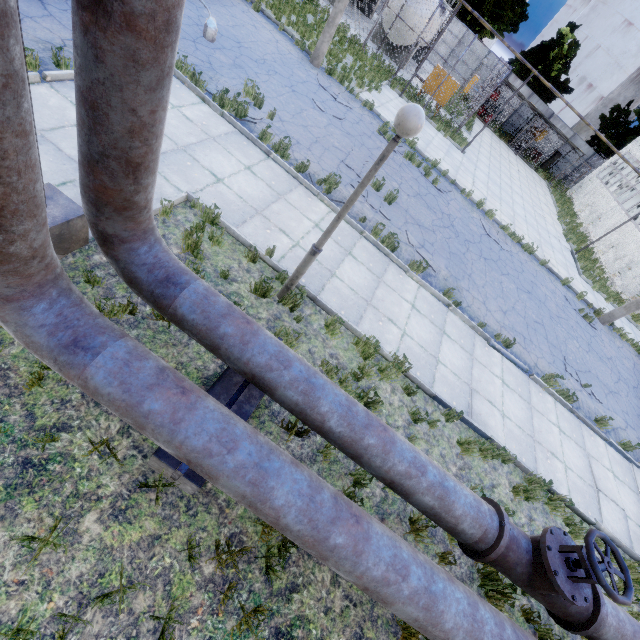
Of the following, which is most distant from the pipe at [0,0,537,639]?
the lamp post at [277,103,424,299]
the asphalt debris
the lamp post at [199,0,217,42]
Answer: the lamp post at [199,0,217,42]

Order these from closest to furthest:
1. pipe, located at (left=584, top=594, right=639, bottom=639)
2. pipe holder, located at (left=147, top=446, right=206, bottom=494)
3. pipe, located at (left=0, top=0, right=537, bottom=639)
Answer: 1. pipe, located at (left=0, top=0, right=537, bottom=639)
2. pipe holder, located at (left=147, top=446, right=206, bottom=494)
3. pipe, located at (left=584, top=594, right=639, bottom=639)

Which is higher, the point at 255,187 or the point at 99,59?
the point at 99,59

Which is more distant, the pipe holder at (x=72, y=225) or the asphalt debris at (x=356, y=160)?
the asphalt debris at (x=356, y=160)

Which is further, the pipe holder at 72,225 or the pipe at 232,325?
the pipe holder at 72,225

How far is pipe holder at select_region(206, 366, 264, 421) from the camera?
3.7m

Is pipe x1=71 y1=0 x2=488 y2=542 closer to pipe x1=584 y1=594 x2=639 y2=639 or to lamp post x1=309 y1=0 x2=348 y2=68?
pipe x1=584 y1=594 x2=639 y2=639

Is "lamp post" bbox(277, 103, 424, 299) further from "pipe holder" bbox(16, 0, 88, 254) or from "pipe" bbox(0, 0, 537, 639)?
"pipe holder" bbox(16, 0, 88, 254)
